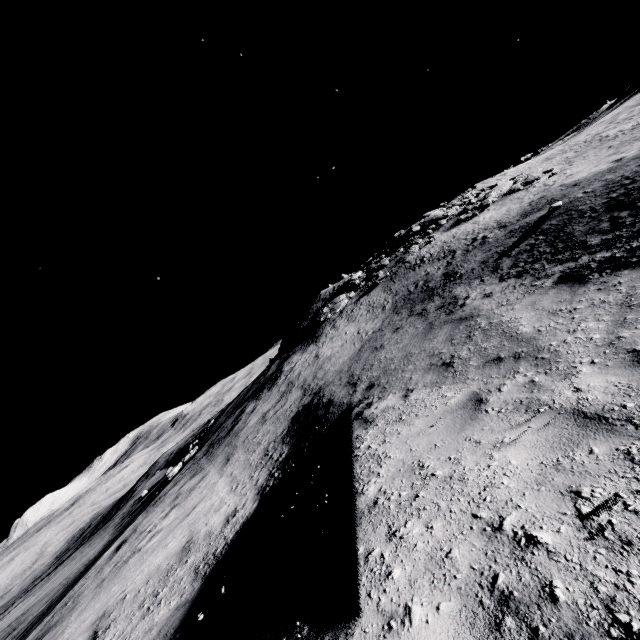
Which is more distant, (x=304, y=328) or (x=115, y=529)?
(x=304, y=328)
